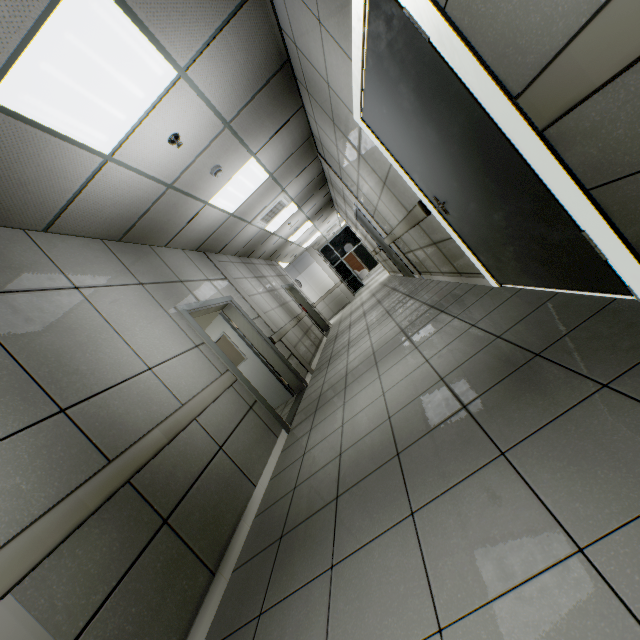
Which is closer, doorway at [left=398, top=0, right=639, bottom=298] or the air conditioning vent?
doorway at [left=398, top=0, right=639, bottom=298]

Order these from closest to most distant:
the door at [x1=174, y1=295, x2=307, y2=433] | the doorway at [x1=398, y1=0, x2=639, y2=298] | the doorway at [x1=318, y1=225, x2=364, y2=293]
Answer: the doorway at [x1=398, y1=0, x2=639, y2=298] → the door at [x1=174, y1=295, x2=307, y2=433] → the doorway at [x1=318, y1=225, x2=364, y2=293]

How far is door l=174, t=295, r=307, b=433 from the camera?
4.2 meters

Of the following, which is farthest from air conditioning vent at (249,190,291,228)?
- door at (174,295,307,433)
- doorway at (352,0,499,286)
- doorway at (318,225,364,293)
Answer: doorway at (318,225,364,293)

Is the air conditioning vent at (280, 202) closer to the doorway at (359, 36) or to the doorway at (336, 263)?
the doorway at (359, 36)

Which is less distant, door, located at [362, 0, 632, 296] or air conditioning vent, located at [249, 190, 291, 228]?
door, located at [362, 0, 632, 296]

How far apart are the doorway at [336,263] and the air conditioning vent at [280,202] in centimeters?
1087cm

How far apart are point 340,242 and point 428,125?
16.6 meters
